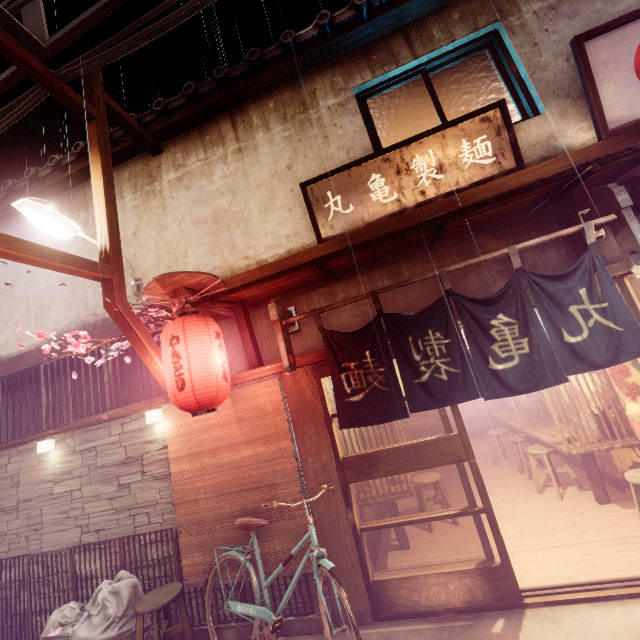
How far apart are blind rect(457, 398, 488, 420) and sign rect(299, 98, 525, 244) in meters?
14.4

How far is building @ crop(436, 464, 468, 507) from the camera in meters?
10.7 m

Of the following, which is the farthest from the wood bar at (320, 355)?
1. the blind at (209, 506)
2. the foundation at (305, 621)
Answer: the foundation at (305, 621)

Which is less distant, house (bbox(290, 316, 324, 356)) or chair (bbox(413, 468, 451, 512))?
house (bbox(290, 316, 324, 356))

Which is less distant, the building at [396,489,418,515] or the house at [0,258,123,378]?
the house at [0,258,123,378]

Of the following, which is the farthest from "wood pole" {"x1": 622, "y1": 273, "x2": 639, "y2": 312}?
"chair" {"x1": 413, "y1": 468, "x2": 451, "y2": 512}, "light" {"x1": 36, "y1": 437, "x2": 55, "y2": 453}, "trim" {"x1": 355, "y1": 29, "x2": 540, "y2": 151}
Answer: "light" {"x1": 36, "y1": 437, "x2": 55, "y2": 453}

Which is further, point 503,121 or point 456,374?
point 503,121

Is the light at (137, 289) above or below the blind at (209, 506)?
above
